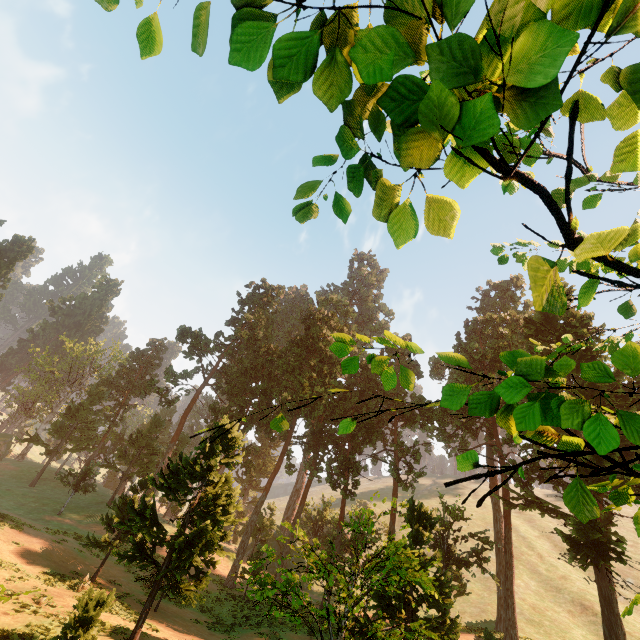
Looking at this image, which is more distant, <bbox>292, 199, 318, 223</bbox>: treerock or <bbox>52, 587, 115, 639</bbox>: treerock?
<bbox>52, 587, 115, 639</bbox>: treerock

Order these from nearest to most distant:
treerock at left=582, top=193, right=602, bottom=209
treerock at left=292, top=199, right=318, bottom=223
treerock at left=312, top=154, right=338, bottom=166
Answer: treerock at left=312, top=154, right=338, bottom=166
treerock at left=292, top=199, right=318, bottom=223
treerock at left=582, top=193, right=602, bottom=209

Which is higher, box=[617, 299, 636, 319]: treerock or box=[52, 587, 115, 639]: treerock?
box=[617, 299, 636, 319]: treerock

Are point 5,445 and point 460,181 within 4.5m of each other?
no

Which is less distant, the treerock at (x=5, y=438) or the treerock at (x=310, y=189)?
the treerock at (x=310, y=189)

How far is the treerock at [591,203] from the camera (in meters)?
3.74

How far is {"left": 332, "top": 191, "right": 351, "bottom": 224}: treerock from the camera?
3.1 meters
